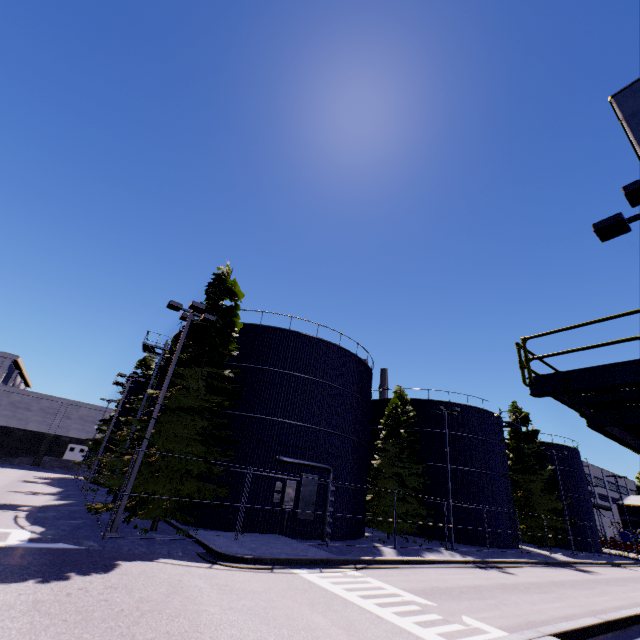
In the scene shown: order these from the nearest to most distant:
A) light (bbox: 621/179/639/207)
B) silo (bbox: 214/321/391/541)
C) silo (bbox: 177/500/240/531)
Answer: light (bbox: 621/179/639/207) < silo (bbox: 177/500/240/531) < silo (bbox: 214/321/391/541)

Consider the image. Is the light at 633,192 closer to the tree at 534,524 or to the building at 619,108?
the building at 619,108

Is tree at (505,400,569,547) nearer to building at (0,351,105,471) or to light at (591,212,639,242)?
building at (0,351,105,471)

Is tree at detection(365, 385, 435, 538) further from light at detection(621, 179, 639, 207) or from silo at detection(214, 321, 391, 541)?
light at detection(621, 179, 639, 207)

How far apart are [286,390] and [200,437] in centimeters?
623cm

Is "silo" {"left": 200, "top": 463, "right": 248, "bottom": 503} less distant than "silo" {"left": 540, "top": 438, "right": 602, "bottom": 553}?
Yes

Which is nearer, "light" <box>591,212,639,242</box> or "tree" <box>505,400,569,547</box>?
"light" <box>591,212,639,242</box>

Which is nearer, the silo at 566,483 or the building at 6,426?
the silo at 566,483
